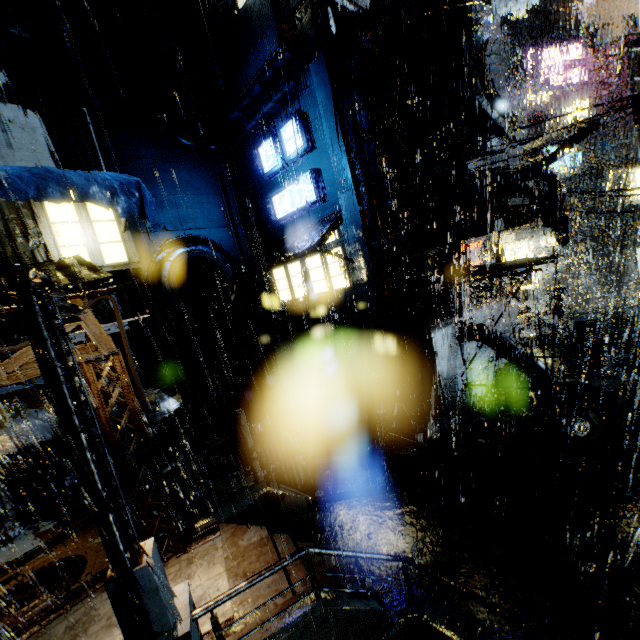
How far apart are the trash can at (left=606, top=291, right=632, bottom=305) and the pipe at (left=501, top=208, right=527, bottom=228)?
17.3m

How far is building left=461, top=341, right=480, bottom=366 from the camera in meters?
15.2 m

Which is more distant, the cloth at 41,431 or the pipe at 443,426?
the pipe at 443,426

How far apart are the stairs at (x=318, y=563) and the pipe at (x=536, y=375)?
9.7m

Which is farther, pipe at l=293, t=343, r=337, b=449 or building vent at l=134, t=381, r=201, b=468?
pipe at l=293, t=343, r=337, b=449

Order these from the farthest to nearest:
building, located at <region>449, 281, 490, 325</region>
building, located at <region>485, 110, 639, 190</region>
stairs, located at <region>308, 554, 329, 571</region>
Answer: building, located at <region>449, 281, 490, 325</region> < building, located at <region>485, 110, 639, 190</region> < stairs, located at <region>308, 554, 329, 571</region>

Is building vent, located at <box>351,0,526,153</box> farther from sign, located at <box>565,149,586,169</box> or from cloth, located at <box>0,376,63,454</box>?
cloth, located at <box>0,376,63,454</box>

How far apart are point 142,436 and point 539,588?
9.9m
